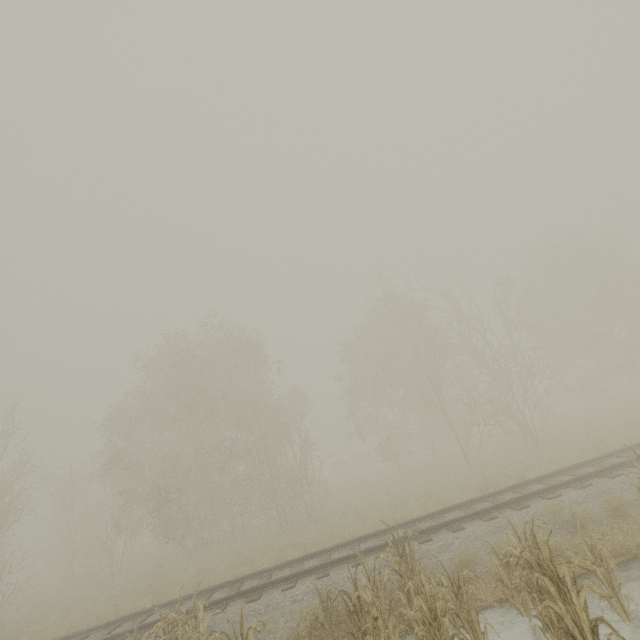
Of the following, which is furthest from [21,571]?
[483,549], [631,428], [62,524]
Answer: [631,428]

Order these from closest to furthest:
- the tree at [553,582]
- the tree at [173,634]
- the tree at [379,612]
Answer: the tree at [553,582] < the tree at [379,612] < the tree at [173,634]

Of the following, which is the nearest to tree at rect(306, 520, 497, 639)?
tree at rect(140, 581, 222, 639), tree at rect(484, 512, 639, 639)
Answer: tree at rect(484, 512, 639, 639)

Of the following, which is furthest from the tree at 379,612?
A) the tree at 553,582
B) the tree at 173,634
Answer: the tree at 173,634

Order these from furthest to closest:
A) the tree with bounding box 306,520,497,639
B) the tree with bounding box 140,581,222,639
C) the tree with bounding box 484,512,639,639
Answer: the tree with bounding box 140,581,222,639 < the tree with bounding box 306,520,497,639 < the tree with bounding box 484,512,639,639

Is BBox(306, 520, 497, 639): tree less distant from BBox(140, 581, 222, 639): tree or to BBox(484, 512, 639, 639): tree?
BBox(484, 512, 639, 639): tree
